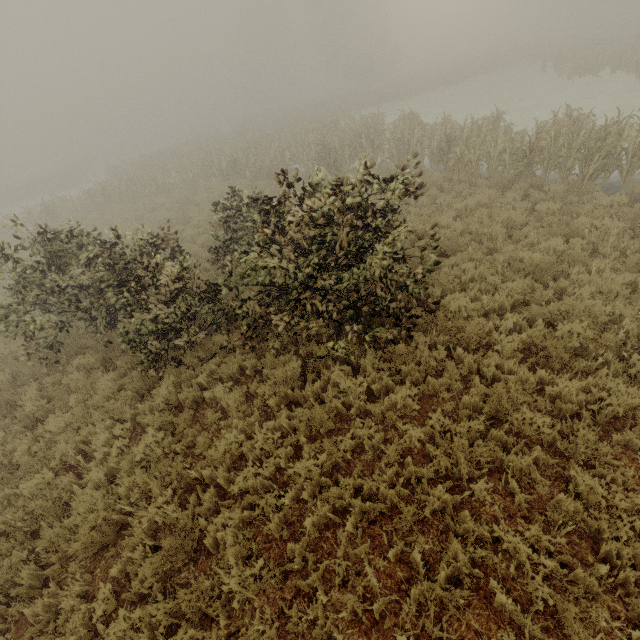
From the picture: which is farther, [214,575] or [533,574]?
[214,575]
